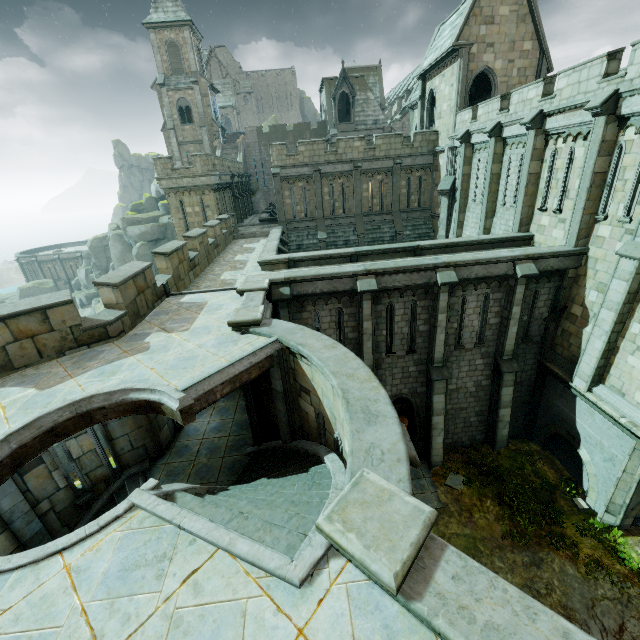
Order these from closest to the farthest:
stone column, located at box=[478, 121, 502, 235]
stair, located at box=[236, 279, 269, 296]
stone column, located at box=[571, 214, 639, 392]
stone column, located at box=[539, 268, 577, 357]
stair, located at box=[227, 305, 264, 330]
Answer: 1. stair, located at box=[227, 305, 264, 330]
2. stone column, located at box=[571, 214, 639, 392]
3. stair, located at box=[236, 279, 269, 296]
4. stone column, located at box=[539, 268, 577, 357]
5. stone column, located at box=[478, 121, 502, 235]

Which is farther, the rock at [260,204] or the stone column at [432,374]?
the rock at [260,204]

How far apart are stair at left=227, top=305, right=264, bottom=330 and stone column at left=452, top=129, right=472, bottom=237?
18.31m

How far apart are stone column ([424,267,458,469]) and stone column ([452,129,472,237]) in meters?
11.0 m

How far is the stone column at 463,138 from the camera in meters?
20.4 m

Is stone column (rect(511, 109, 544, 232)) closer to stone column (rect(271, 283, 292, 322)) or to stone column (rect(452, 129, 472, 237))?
stone column (rect(452, 129, 472, 237))

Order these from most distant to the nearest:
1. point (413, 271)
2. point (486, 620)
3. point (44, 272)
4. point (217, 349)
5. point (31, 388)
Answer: point (44, 272)
point (413, 271)
point (217, 349)
point (31, 388)
point (486, 620)

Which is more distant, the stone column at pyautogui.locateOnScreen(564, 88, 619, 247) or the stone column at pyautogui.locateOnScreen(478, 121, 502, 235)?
the stone column at pyautogui.locateOnScreen(478, 121, 502, 235)
